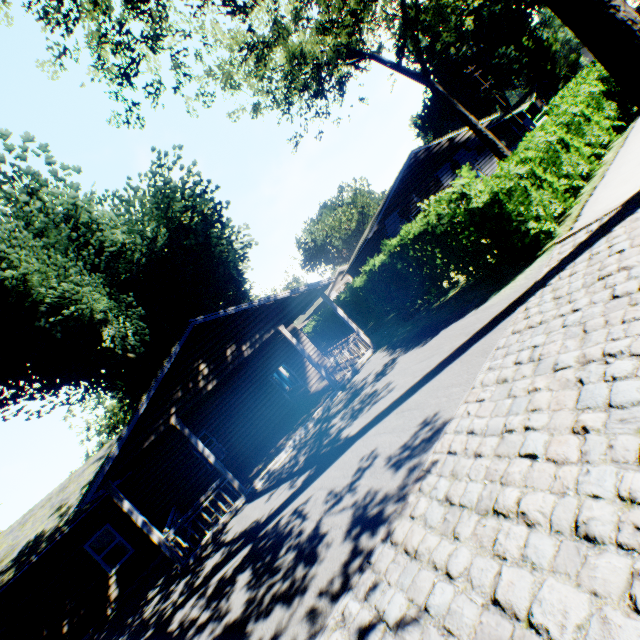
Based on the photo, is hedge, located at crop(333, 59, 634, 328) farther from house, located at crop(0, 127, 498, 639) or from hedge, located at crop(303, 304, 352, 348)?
hedge, located at crop(303, 304, 352, 348)

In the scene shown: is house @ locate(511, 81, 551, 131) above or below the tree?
below

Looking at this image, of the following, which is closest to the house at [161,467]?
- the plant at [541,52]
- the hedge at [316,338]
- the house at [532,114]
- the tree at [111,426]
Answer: the plant at [541,52]

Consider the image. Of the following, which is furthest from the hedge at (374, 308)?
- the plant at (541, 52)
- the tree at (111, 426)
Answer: the tree at (111, 426)

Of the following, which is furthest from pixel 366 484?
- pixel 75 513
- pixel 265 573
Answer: pixel 75 513

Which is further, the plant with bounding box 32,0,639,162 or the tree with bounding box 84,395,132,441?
the tree with bounding box 84,395,132,441

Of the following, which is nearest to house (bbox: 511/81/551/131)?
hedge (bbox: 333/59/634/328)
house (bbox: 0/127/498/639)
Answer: hedge (bbox: 333/59/634/328)

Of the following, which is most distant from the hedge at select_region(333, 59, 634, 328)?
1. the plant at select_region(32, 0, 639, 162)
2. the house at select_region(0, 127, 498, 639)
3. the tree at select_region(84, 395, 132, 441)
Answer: the tree at select_region(84, 395, 132, 441)
